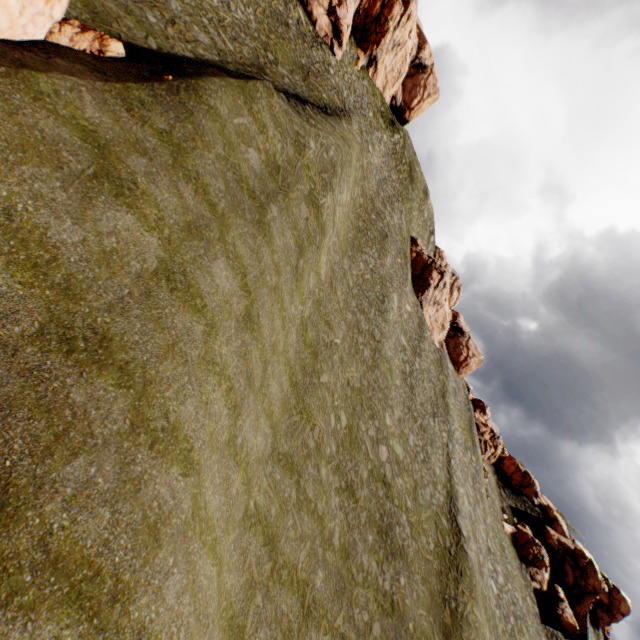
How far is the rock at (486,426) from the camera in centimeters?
4953cm

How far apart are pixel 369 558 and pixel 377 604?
2.2 meters

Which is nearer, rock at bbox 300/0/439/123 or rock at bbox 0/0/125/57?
rock at bbox 0/0/125/57

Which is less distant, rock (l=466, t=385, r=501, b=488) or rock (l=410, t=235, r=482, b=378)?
rock (l=466, t=385, r=501, b=488)

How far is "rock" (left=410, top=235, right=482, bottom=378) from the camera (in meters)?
50.09
